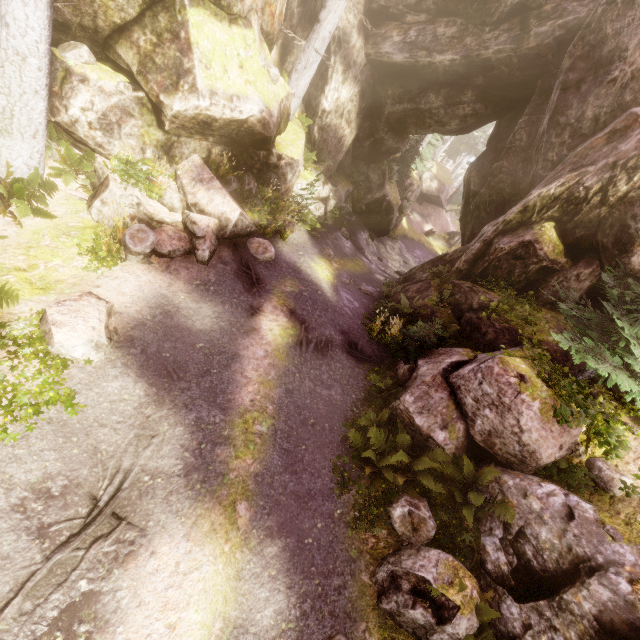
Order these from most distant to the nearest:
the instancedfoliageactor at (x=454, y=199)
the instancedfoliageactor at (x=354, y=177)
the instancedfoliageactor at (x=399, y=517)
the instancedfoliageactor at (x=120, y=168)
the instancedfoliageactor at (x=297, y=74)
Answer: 1. the instancedfoliageactor at (x=454, y=199)
2. the instancedfoliageactor at (x=354, y=177)
3. the instancedfoliageactor at (x=297, y=74)
4. the instancedfoliageactor at (x=120, y=168)
5. the instancedfoliageactor at (x=399, y=517)

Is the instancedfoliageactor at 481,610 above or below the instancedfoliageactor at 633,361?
below

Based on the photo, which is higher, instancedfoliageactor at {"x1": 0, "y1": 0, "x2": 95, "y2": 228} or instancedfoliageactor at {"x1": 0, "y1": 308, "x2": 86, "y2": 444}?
instancedfoliageactor at {"x1": 0, "y1": 0, "x2": 95, "y2": 228}

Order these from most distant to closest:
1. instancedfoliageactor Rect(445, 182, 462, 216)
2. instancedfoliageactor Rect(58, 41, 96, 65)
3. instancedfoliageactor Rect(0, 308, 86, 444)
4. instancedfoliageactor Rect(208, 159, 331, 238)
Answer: instancedfoliageactor Rect(445, 182, 462, 216), instancedfoliageactor Rect(208, 159, 331, 238), instancedfoliageactor Rect(58, 41, 96, 65), instancedfoliageactor Rect(0, 308, 86, 444)

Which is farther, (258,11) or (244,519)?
(258,11)

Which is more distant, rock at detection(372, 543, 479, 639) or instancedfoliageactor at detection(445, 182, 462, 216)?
A: instancedfoliageactor at detection(445, 182, 462, 216)

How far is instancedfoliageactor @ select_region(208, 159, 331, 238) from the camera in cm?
1100
